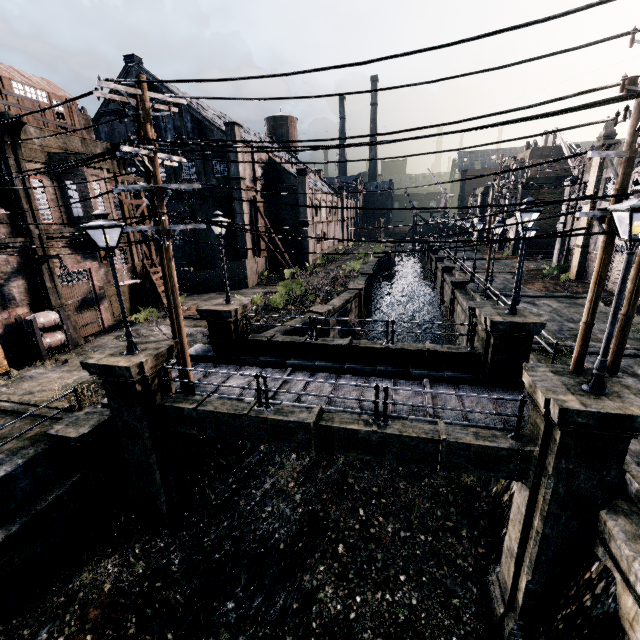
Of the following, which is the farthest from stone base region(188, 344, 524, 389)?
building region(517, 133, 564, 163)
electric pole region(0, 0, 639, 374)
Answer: building region(517, 133, 564, 163)

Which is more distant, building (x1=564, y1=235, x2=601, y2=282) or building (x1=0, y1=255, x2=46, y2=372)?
Result: building (x1=564, y1=235, x2=601, y2=282)

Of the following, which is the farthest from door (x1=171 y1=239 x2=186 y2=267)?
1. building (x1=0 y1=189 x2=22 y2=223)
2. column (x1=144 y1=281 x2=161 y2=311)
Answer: building (x1=0 y1=189 x2=22 y2=223)

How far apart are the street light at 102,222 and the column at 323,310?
13.81m

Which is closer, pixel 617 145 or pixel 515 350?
pixel 515 350

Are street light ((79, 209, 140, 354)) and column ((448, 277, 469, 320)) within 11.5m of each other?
no

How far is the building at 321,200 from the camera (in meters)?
34.09

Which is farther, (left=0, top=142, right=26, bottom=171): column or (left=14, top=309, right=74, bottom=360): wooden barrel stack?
(left=14, top=309, right=74, bottom=360): wooden barrel stack
